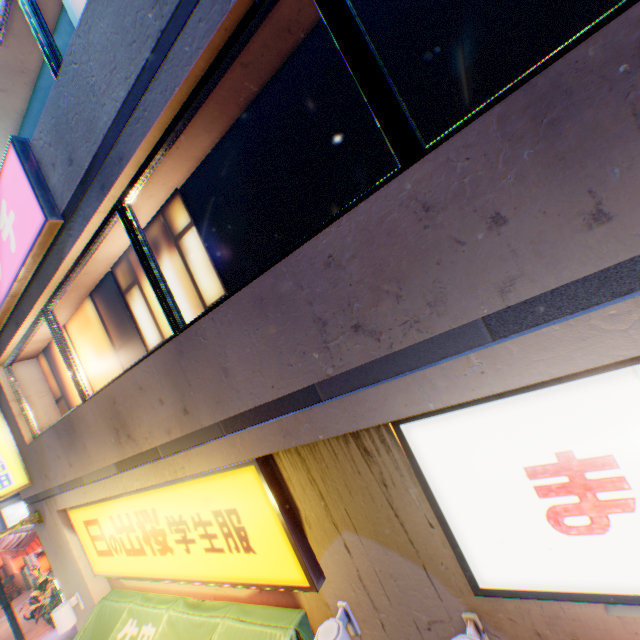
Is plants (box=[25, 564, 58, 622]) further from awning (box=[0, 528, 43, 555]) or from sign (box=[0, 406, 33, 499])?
sign (box=[0, 406, 33, 499])

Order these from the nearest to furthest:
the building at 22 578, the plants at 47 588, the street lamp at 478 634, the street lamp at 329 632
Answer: the street lamp at 478 634 < the street lamp at 329 632 < the plants at 47 588 < the building at 22 578

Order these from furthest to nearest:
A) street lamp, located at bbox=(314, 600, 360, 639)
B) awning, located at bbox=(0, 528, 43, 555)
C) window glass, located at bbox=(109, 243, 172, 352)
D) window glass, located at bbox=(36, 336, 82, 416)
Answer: awning, located at bbox=(0, 528, 43, 555), window glass, located at bbox=(36, 336, 82, 416), window glass, located at bbox=(109, 243, 172, 352), street lamp, located at bbox=(314, 600, 360, 639)

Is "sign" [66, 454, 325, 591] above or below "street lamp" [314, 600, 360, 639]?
above

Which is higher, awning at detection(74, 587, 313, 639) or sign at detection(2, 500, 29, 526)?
sign at detection(2, 500, 29, 526)

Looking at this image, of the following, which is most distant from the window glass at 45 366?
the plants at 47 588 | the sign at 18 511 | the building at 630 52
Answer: the sign at 18 511

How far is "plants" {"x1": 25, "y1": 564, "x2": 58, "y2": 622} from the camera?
13.87m

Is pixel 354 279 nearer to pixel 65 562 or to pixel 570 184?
pixel 570 184
